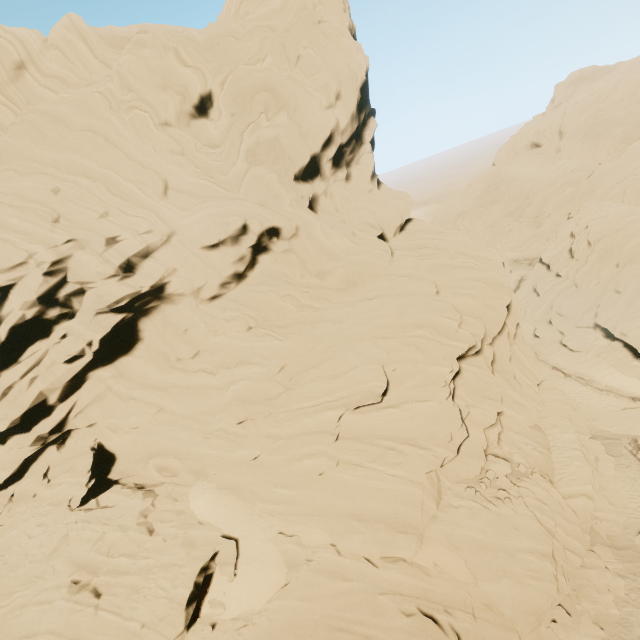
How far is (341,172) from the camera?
26.12m

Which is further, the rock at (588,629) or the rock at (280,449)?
the rock at (588,629)

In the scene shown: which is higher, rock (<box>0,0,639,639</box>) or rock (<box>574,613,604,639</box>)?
rock (<box>0,0,639,639</box>)

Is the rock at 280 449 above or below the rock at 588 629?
above

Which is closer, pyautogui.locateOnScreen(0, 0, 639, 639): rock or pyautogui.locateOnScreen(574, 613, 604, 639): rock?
pyautogui.locateOnScreen(0, 0, 639, 639): rock
